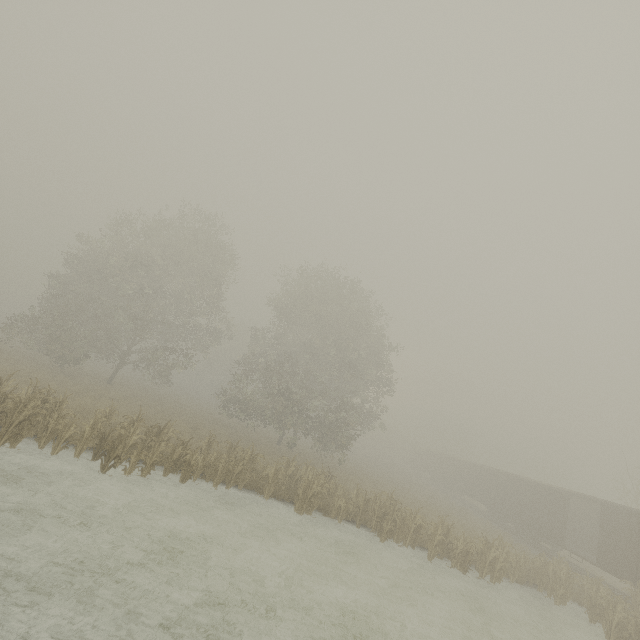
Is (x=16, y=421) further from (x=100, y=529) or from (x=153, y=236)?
(x=153, y=236)

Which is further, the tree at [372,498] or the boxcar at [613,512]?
the boxcar at [613,512]

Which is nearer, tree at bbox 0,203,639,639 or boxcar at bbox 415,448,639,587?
tree at bbox 0,203,639,639
